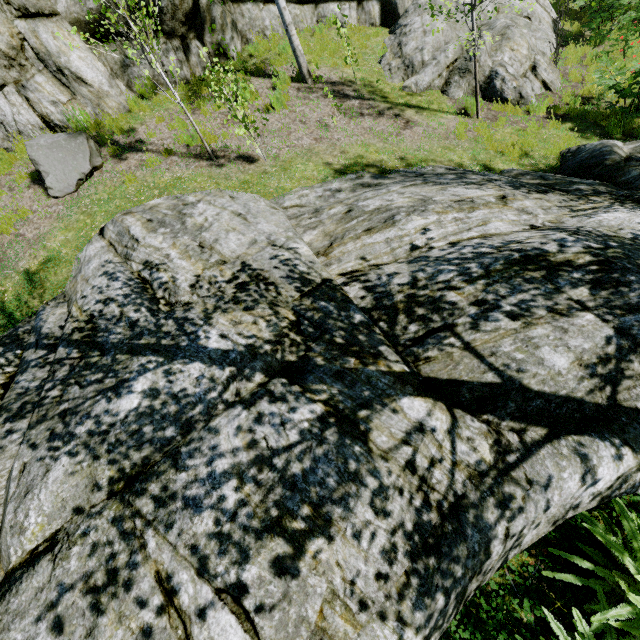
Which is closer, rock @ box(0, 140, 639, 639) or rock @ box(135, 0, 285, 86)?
rock @ box(0, 140, 639, 639)

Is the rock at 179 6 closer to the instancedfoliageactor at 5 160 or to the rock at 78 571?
the instancedfoliageactor at 5 160

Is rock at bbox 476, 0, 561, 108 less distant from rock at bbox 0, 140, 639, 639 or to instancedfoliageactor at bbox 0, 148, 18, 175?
instancedfoliageactor at bbox 0, 148, 18, 175

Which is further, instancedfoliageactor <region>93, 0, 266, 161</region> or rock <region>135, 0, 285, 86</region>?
rock <region>135, 0, 285, 86</region>

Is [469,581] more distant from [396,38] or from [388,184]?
[396,38]

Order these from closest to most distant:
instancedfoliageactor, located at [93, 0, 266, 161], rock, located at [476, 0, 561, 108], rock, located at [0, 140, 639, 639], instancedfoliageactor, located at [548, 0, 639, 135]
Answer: rock, located at [0, 140, 639, 639]
instancedfoliageactor, located at [93, 0, 266, 161]
instancedfoliageactor, located at [548, 0, 639, 135]
rock, located at [476, 0, 561, 108]

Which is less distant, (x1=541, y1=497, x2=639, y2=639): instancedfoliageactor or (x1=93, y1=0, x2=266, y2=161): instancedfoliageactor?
(x1=541, y1=497, x2=639, y2=639): instancedfoliageactor

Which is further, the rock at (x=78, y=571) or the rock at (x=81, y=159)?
the rock at (x=81, y=159)
